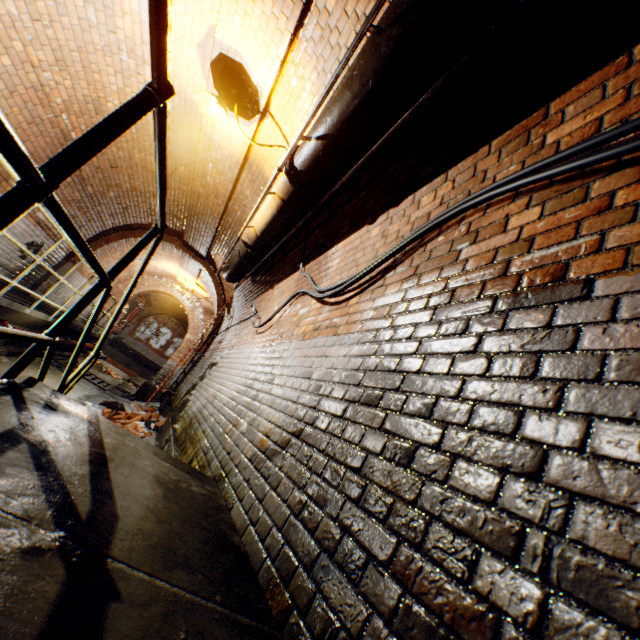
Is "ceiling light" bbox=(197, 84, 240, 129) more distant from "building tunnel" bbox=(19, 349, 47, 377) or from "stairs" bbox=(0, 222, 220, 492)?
"stairs" bbox=(0, 222, 220, 492)

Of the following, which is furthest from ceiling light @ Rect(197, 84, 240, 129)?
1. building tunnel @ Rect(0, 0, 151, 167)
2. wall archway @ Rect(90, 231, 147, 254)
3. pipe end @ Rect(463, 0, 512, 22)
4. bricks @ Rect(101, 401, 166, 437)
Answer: wall archway @ Rect(90, 231, 147, 254)

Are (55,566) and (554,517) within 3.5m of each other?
yes

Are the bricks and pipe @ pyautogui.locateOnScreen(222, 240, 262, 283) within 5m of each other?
yes

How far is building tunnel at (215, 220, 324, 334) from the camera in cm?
460

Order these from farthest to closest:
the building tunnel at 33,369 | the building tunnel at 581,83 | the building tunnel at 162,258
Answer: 1. the building tunnel at 162,258
2. the building tunnel at 33,369
3. the building tunnel at 581,83

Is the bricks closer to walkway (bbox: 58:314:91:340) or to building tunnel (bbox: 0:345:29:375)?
building tunnel (bbox: 0:345:29:375)

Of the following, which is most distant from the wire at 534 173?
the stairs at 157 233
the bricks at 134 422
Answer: the bricks at 134 422
